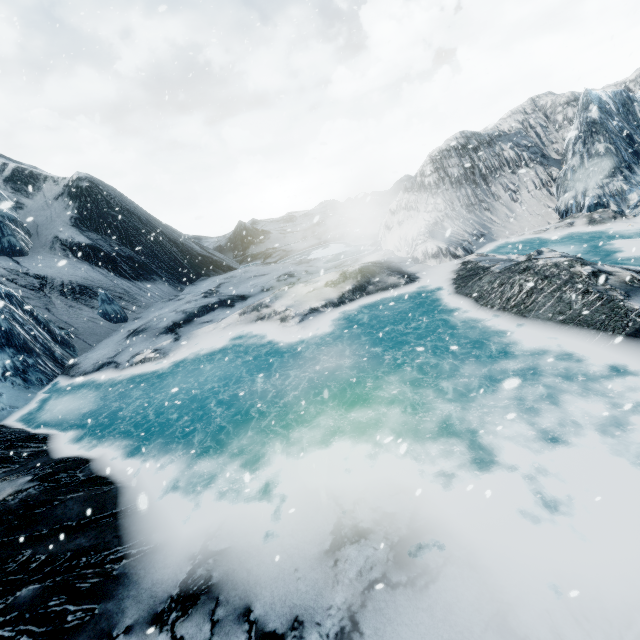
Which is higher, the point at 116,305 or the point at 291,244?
the point at 116,305
